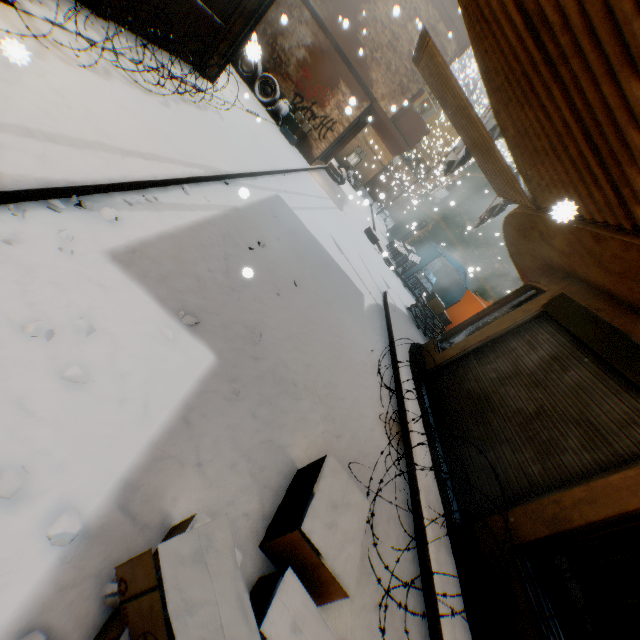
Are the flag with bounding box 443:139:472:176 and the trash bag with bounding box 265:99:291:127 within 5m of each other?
no

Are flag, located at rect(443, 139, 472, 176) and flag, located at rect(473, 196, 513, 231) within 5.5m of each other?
yes

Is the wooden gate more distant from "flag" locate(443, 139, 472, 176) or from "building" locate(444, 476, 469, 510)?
"flag" locate(443, 139, 472, 176)

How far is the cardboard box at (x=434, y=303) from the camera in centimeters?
1059cm

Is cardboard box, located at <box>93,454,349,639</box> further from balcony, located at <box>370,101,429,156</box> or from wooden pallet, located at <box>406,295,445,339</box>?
balcony, located at <box>370,101,429,156</box>

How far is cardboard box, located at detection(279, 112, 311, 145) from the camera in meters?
12.0

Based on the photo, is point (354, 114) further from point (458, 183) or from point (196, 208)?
point (196, 208)

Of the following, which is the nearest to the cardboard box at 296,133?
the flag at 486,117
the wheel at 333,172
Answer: the flag at 486,117
